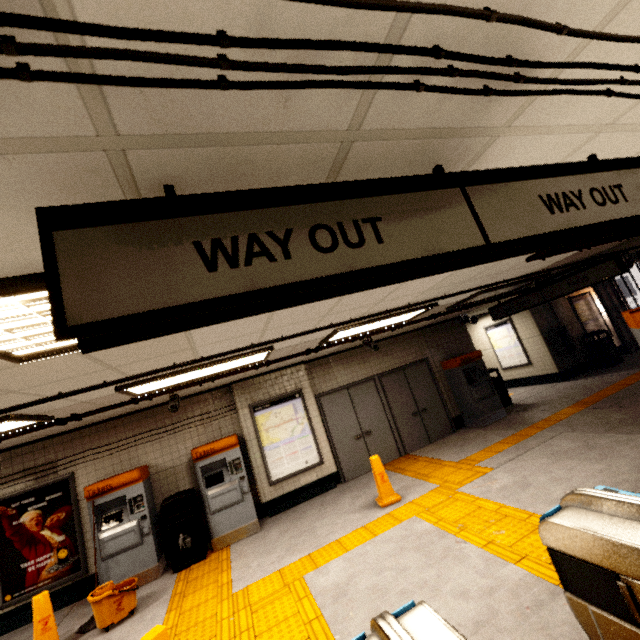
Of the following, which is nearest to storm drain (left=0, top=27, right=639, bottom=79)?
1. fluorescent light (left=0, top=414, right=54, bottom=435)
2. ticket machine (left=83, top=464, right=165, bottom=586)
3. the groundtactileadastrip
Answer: fluorescent light (left=0, top=414, right=54, bottom=435)

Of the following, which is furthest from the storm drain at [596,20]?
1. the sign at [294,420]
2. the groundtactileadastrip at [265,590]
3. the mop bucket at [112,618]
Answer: the groundtactileadastrip at [265,590]

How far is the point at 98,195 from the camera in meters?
1.0

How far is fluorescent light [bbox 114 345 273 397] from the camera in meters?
4.0 m

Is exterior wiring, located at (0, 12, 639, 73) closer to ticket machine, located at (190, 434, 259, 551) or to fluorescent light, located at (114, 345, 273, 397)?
fluorescent light, located at (114, 345, 273, 397)

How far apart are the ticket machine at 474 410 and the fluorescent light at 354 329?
3.1m

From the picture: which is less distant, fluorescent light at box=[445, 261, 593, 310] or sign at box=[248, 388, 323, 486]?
fluorescent light at box=[445, 261, 593, 310]

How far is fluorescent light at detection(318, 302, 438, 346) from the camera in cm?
505
